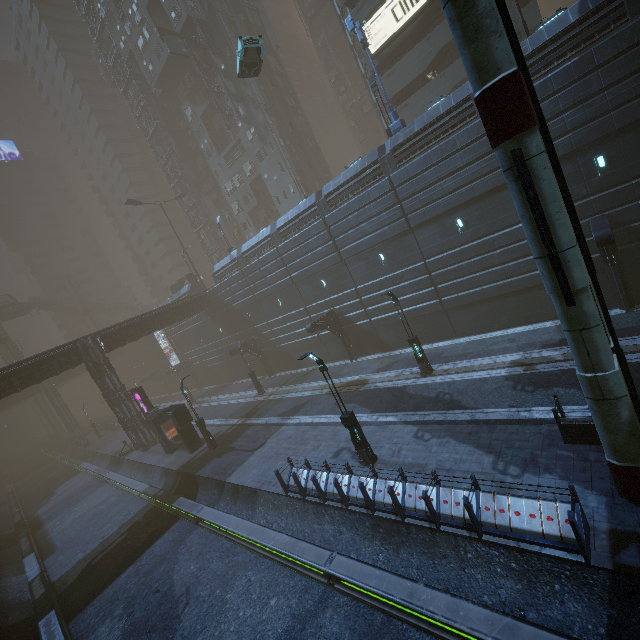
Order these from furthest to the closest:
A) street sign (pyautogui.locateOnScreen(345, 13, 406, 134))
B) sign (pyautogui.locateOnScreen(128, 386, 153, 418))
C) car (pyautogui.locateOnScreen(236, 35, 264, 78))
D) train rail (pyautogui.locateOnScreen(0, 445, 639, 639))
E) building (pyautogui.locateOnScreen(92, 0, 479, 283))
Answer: sign (pyautogui.locateOnScreen(128, 386, 153, 418)), building (pyautogui.locateOnScreen(92, 0, 479, 283)), car (pyautogui.locateOnScreen(236, 35, 264, 78)), street sign (pyautogui.locateOnScreen(345, 13, 406, 134)), train rail (pyautogui.locateOnScreen(0, 445, 639, 639))

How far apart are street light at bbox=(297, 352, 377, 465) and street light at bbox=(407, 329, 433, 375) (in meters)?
6.68

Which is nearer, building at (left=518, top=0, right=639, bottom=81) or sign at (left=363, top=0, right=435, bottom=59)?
building at (left=518, top=0, right=639, bottom=81)

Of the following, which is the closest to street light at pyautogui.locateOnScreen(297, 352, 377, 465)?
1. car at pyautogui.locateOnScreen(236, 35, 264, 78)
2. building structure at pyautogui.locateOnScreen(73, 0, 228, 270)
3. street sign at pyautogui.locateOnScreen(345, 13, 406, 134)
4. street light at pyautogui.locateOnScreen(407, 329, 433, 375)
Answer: street light at pyautogui.locateOnScreen(407, 329, 433, 375)

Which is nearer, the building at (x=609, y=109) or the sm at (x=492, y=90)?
the sm at (x=492, y=90)

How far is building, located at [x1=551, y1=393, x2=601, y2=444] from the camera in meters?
9.8

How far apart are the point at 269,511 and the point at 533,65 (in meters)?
24.70

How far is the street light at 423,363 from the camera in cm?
1886
